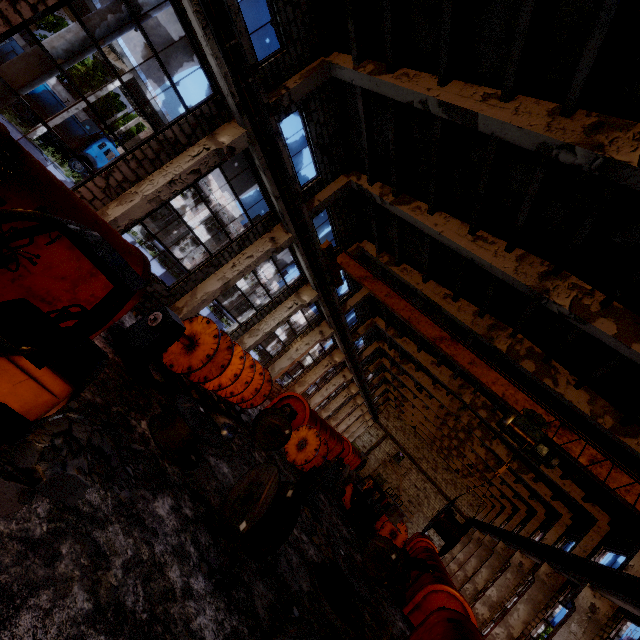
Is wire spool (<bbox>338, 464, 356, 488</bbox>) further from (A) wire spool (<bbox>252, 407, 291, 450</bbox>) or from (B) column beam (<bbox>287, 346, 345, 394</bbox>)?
(A) wire spool (<bbox>252, 407, 291, 450</bbox>)

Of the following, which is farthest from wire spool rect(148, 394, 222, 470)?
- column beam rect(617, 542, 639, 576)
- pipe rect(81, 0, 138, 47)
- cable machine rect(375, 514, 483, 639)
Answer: column beam rect(617, 542, 639, 576)

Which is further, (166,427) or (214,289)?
(214,289)

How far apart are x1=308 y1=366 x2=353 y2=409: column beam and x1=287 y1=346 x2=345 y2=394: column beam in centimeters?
399cm

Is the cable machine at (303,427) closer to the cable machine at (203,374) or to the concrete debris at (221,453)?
the cable machine at (203,374)

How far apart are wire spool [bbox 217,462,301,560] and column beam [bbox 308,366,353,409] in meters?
20.8

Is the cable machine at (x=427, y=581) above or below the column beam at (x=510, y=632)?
below

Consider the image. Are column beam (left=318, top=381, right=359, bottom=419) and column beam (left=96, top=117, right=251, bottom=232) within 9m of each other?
no
